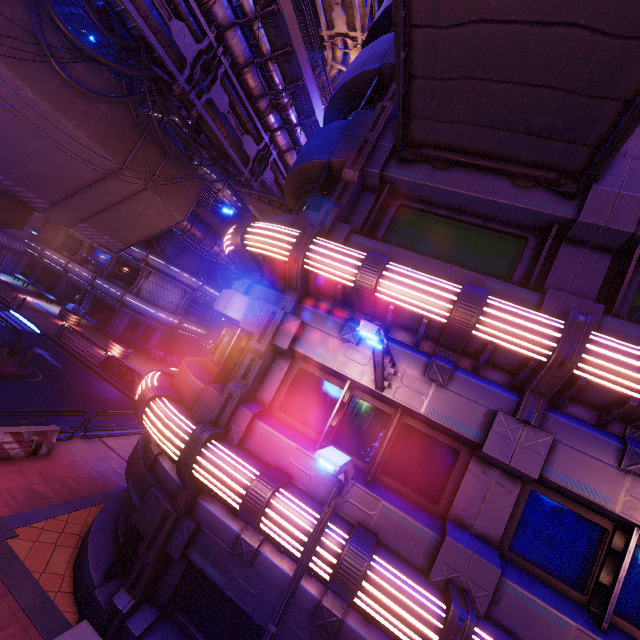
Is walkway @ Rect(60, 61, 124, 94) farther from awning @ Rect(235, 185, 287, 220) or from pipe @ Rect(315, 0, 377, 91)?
awning @ Rect(235, 185, 287, 220)

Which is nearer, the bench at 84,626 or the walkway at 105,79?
the bench at 84,626

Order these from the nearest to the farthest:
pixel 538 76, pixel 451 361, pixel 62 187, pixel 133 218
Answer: pixel 538 76
pixel 451 361
pixel 62 187
pixel 133 218

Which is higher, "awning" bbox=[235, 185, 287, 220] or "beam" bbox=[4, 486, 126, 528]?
"awning" bbox=[235, 185, 287, 220]

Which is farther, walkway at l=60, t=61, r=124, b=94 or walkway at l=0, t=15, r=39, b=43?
walkway at l=60, t=61, r=124, b=94

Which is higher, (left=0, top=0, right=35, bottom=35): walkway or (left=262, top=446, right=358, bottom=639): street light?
(left=0, top=0, right=35, bottom=35): walkway

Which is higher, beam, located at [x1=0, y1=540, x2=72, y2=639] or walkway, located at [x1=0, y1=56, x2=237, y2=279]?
walkway, located at [x1=0, y1=56, x2=237, y2=279]

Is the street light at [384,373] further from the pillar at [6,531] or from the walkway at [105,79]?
the walkway at [105,79]
